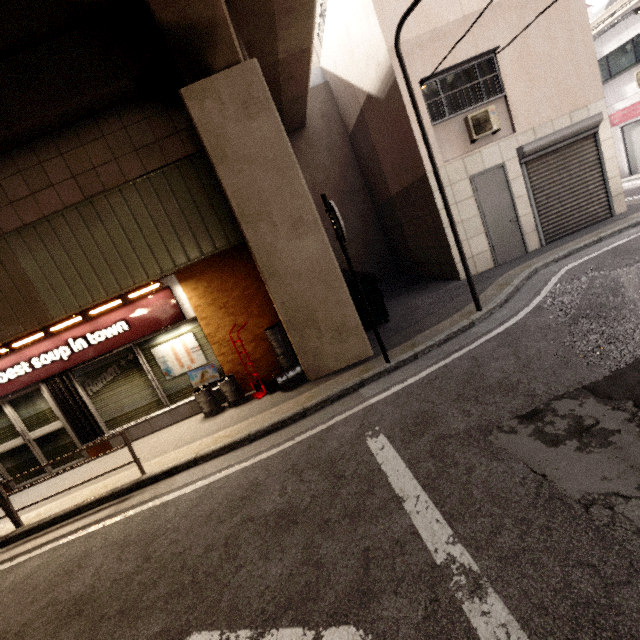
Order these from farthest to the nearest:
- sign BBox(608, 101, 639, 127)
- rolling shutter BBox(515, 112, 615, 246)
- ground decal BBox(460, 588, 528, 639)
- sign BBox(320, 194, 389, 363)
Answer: sign BBox(608, 101, 639, 127) → rolling shutter BBox(515, 112, 615, 246) → sign BBox(320, 194, 389, 363) → ground decal BBox(460, 588, 528, 639)

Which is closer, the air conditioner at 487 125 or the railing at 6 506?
the railing at 6 506

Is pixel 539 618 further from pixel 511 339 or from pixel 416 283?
pixel 416 283

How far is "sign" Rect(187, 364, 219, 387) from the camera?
7.09m

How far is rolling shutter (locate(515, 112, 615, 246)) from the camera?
8.2 meters

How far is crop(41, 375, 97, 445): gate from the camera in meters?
6.8 m

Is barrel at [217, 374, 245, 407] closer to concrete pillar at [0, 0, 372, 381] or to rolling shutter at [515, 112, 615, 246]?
A: concrete pillar at [0, 0, 372, 381]

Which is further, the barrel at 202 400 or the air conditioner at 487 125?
the air conditioner at 487 125
